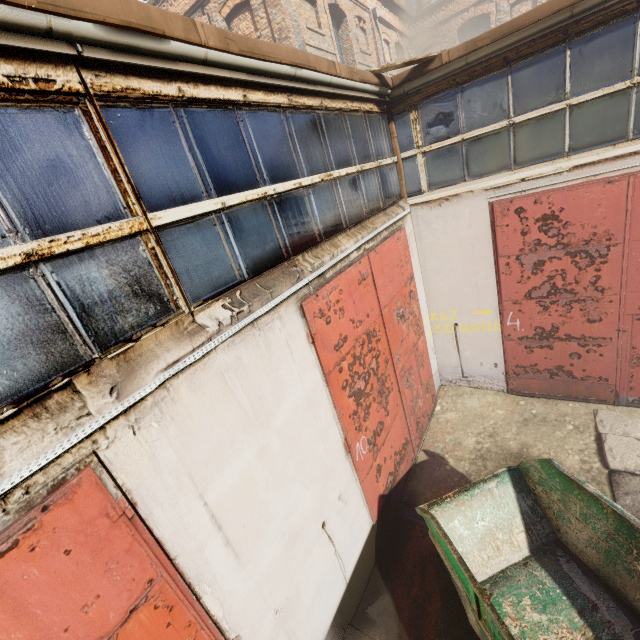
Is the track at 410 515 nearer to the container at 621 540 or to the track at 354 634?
the container at 621 540

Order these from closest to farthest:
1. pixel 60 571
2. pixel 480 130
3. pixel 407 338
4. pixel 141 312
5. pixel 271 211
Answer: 1. pixel 60 571
2. pixel 141 312
3. pixel 271 211
4. pixel 480 130
5. pixel 407 338

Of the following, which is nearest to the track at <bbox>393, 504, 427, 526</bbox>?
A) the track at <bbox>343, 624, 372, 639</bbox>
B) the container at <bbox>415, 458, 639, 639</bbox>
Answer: the container at <bbox>415, 458, 639, 639</bbox>

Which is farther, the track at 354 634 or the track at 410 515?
the track at 410 515

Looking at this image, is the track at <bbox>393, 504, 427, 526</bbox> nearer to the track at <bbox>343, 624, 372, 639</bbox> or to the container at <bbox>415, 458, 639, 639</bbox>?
the container at <bbox>415, 458, 639, 639</bbox>

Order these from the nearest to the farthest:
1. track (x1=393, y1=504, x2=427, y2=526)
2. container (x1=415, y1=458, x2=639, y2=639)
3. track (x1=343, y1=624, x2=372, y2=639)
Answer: container (x1=415, y1=458, x2=639, y2=639) → track (x1=343, y1=624, x2=372, y2=639) → track (x1=393, y1=504, x2=427, y2=526)

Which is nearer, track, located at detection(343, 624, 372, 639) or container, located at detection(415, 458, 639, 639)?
container, located at detection(415, 458, 639, 639)

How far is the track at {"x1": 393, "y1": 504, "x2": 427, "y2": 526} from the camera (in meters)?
5.27
